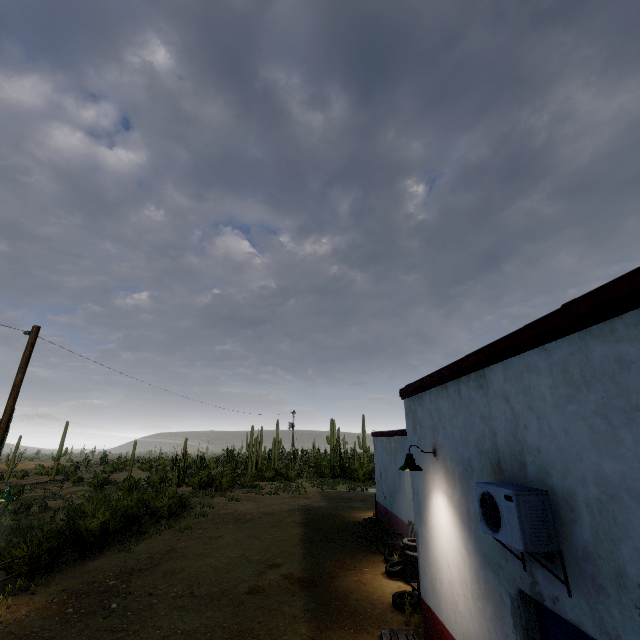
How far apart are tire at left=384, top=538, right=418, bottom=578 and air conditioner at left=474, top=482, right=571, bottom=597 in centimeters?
682cm

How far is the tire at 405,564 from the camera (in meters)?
9.23

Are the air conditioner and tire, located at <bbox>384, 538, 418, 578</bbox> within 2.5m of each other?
no

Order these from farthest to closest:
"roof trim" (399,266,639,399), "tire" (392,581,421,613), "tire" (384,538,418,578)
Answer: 1. "tire" (384,538,418,578)
2. "tire" (392,581,421,613)
3. "roof trim" (399,266,639,399)

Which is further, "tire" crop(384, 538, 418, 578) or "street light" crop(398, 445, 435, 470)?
"tire" crop(384, 538, 418, 578)

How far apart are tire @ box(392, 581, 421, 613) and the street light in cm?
354

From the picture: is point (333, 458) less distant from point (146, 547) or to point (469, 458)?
point (146, 547)

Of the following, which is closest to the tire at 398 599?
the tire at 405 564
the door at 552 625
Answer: the tire at 405 564
